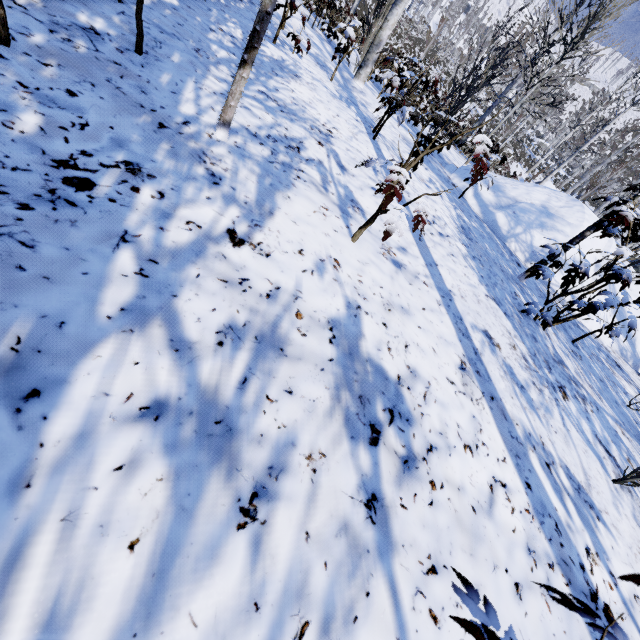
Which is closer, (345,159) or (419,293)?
(419,293)

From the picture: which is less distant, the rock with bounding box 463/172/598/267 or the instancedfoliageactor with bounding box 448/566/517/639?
the instancedfoliageactor with bounding box 448/566/517/639

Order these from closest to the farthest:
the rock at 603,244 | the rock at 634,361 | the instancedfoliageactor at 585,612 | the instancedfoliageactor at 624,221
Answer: the instancedfoliageactor at 585,612 < the instancedfoliageactor at 624,221 < the rock at 634,361 < the rock at 603,244

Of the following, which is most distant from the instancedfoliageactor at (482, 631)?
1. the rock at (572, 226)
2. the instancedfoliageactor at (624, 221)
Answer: the instancedfoliageactor at (624, 221)

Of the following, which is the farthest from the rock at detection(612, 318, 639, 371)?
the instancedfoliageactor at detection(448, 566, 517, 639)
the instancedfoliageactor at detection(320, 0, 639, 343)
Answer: the instancedfoliageactor at detection(320, 0, 639, 343)

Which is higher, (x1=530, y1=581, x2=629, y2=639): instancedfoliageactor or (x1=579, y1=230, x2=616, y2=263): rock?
(x1=530, y1=581, x2=629, y2=639): instancedfoliageactor
